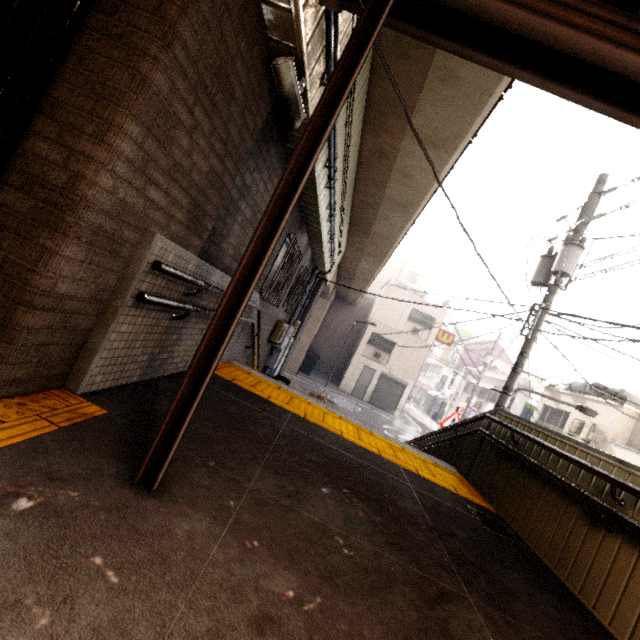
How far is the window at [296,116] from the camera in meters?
2.6 m

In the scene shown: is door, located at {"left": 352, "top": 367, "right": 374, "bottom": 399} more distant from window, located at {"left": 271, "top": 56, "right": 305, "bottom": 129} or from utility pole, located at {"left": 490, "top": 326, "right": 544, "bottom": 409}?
window, located at {"left": 271, "top": 56, "right": 305, "bottom": 129}

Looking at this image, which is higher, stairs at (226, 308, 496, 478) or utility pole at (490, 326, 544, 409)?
utility pole at (490, 326, 544, 409)

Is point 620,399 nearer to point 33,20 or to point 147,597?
point 147,597

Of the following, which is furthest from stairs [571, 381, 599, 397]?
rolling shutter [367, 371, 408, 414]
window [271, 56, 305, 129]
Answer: window [271, 56, 305, 129]

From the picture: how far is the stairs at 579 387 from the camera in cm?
1552

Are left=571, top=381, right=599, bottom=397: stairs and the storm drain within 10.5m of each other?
no

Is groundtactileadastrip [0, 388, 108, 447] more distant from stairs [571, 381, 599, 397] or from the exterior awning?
stairs [571, 381, 599, 397]
